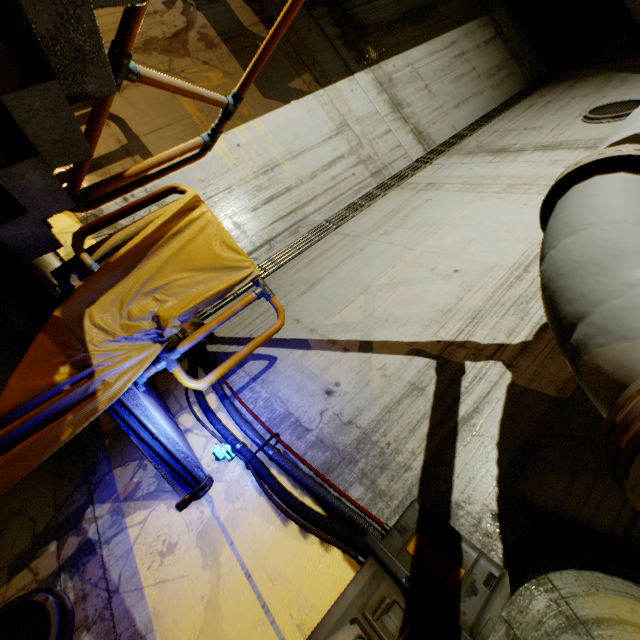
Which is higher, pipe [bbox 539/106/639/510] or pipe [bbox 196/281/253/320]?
pipe [bbox 539/106/639/510]

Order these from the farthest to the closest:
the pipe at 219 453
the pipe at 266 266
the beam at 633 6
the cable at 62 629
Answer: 1. the beam at 633 6
2. the pipe at 266 266
3. the pipe at 219 453
4. the cable at 62 629

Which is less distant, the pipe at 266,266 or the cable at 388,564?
the cable at 388,564

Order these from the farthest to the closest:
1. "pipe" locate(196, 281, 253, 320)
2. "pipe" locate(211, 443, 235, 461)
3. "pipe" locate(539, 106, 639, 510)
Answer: "pipe" locate(196, 281, 253, 320)
"pipe" locate(211, 443, 235, 461)
"pipe" locate(539, 106, 639, 510)

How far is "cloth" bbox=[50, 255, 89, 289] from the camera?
2.50m

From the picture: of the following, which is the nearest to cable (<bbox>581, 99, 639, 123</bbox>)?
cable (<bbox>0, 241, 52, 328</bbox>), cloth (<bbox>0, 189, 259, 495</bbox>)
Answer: cloth (<bbox>0, 189, 259, 495</bbox>)

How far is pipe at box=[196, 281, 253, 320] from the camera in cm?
430

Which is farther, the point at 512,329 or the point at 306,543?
the point at 512,329
